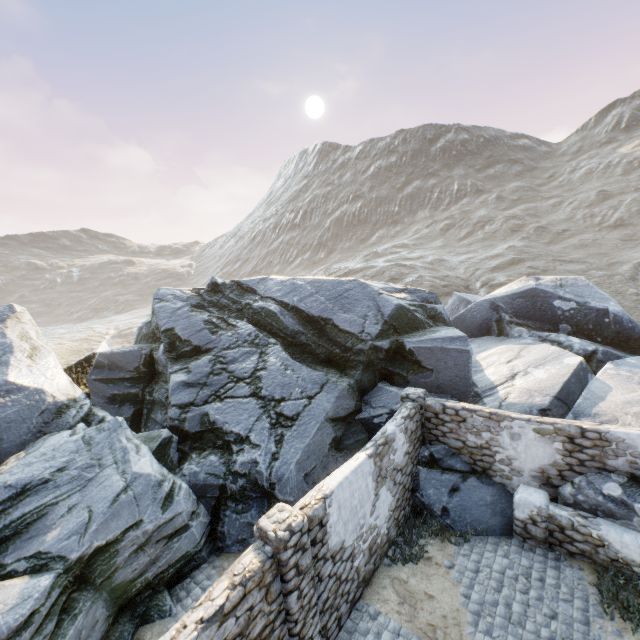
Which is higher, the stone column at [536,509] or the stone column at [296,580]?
the stone column at [296,580]

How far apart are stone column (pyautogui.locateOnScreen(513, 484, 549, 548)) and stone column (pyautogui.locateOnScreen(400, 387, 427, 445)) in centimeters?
253cm

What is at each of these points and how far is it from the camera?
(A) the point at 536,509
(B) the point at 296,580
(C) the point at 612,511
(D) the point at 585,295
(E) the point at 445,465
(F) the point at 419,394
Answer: (A) stone column, 7.8m
(B) stone column, 5.3m
(C) rock, 7.3m
(D) rock, 15.1m
(E) rock, 9.5m
(F) stone column, 9.9m

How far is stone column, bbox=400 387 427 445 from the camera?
9.81m

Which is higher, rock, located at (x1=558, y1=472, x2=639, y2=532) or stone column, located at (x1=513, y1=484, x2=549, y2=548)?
rock, located at (x1=558, y1=472, x2=639, y2=532)

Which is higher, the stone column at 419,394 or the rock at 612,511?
the stone column at 419,394

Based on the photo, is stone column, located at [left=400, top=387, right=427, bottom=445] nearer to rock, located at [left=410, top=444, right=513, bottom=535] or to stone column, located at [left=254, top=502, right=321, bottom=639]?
rock, located at [left=410, top=444, right=513, bottom=535]

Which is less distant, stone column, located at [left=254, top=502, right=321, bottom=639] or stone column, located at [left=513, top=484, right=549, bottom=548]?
stone column, located at [left=254, top=502, right=321, bottom=639]
